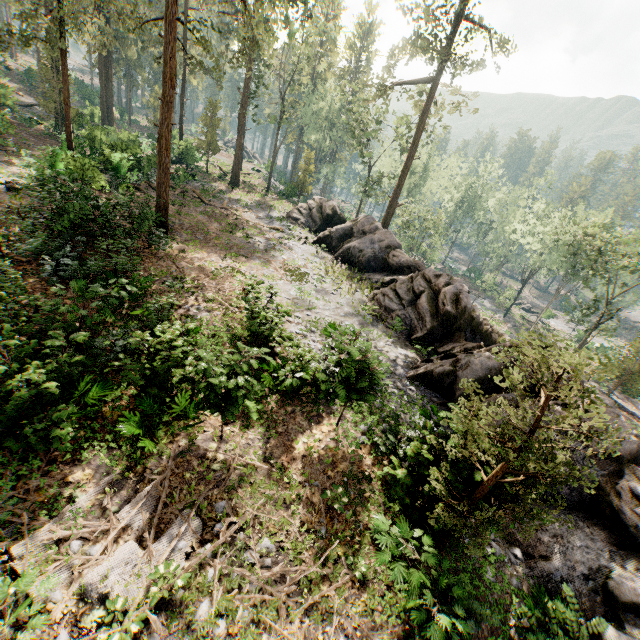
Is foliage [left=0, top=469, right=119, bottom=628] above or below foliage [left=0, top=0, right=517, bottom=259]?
below

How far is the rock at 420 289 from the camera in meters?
12.6

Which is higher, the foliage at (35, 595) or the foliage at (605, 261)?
the foliage at (605, 261)

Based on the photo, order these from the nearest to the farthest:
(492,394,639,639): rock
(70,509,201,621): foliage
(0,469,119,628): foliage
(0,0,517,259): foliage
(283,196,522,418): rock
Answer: (0,469,119,628): foliage
(70,509,201,621): foliage
(492,394,639,639): rock
(283,196,522,418): rock
(0,0,517,259): foliage

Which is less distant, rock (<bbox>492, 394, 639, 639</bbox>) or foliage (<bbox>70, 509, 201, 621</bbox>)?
foliage (<bbox>70, 509, 201, 621</bbox>)

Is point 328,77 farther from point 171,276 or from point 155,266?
point 171,276

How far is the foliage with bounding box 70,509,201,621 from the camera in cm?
547

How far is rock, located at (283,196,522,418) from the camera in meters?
12.6 m
